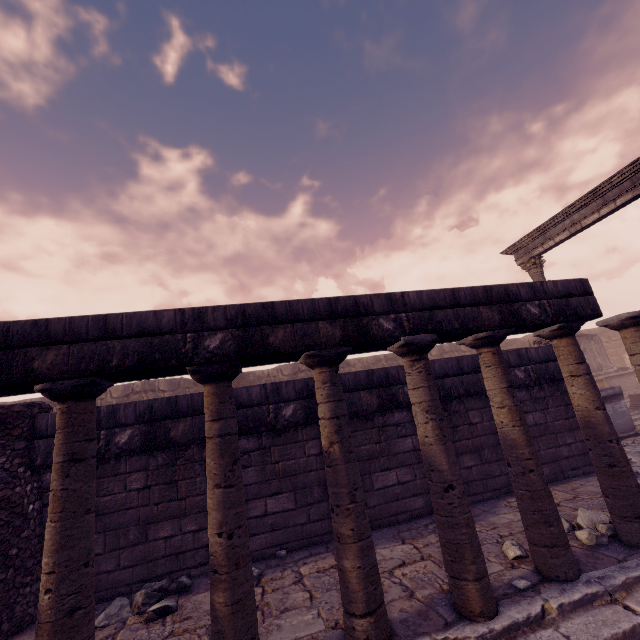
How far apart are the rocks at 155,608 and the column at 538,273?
13.8m

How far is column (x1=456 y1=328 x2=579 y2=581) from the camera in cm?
321

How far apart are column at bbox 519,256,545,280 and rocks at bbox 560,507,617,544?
9.52m

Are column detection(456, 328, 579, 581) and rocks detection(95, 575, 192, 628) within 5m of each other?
yes

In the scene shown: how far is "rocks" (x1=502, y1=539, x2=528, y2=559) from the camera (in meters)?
3.62

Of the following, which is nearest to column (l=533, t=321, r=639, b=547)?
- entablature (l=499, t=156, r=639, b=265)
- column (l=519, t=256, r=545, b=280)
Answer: entablature (l=499, t=156, r=639, b=265)

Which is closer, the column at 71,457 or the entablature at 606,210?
the column at 71,457

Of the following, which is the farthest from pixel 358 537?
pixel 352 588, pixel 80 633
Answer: pixel 80 633
